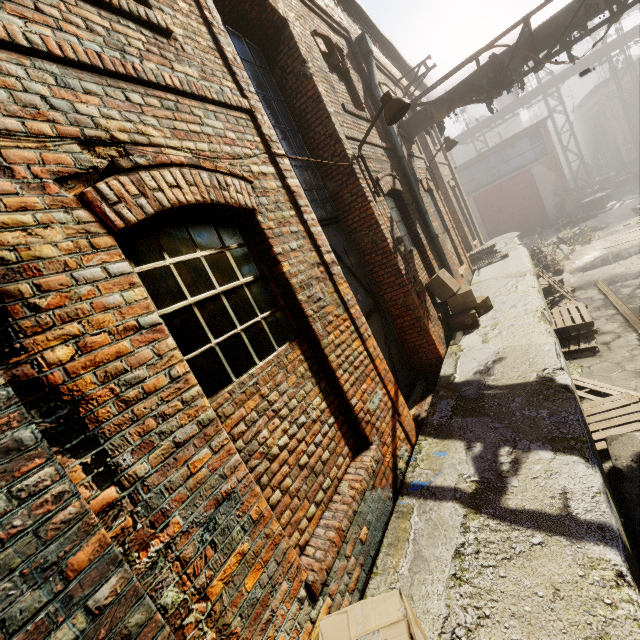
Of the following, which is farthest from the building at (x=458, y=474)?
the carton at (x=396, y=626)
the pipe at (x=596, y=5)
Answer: the pipe at (x=596, y=5)

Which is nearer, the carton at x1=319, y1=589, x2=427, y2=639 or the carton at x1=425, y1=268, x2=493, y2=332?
the carton at x1=319, y1=589, x2=427, y2=639

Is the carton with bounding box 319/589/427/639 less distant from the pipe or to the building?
the building

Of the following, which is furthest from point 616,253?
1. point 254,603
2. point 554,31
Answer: point 254,603

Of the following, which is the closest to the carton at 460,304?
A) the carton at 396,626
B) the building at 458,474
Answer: the building at 458,474

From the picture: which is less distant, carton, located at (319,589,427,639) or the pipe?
carton, located at (319,589,427,639)

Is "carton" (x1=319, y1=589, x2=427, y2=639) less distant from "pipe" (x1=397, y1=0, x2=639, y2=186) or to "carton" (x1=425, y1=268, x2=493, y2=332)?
"pipe" (x1=397, y1=0, x2=639, y2=186)
